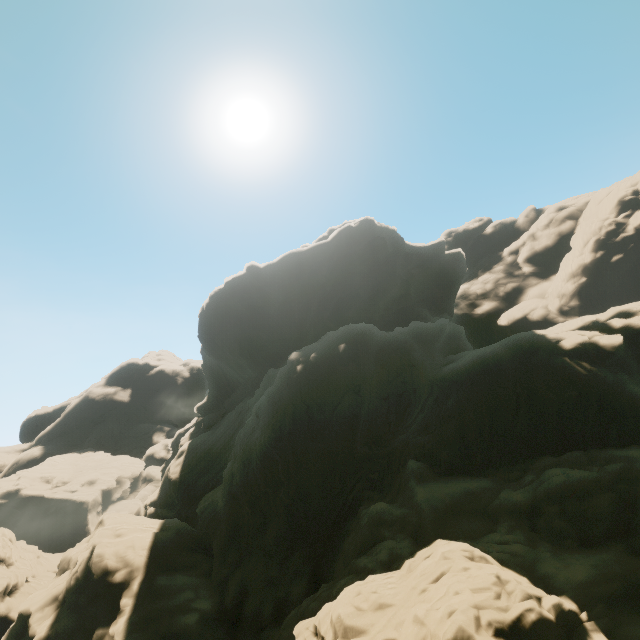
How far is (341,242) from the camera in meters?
50.6
